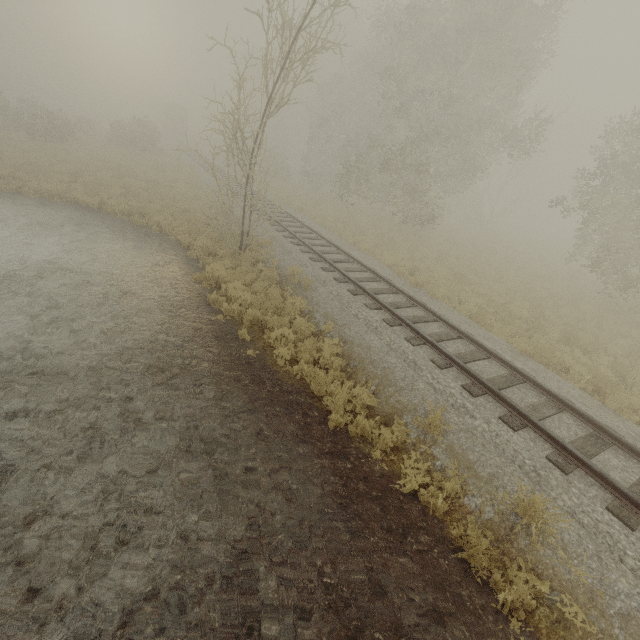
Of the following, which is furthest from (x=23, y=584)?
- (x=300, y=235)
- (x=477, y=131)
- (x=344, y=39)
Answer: (x=344, y=39)

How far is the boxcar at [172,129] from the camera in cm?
4975

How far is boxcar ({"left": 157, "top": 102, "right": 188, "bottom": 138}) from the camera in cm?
4975

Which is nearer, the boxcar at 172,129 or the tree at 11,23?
the boxcar at 172,129

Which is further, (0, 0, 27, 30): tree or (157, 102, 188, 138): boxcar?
(0, 0, 27, 30): tree

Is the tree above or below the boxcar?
above
